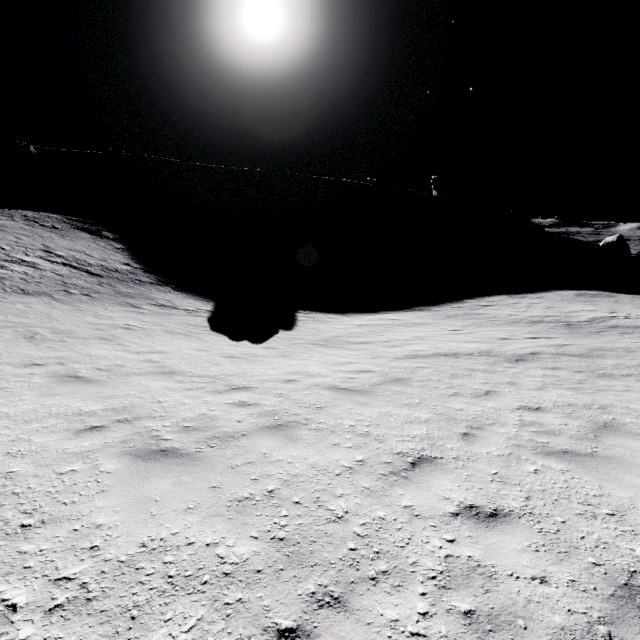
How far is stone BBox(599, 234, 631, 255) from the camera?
57.00m

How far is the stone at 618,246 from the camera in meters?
57.0

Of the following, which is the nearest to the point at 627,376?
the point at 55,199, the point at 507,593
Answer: the point at 507,593
